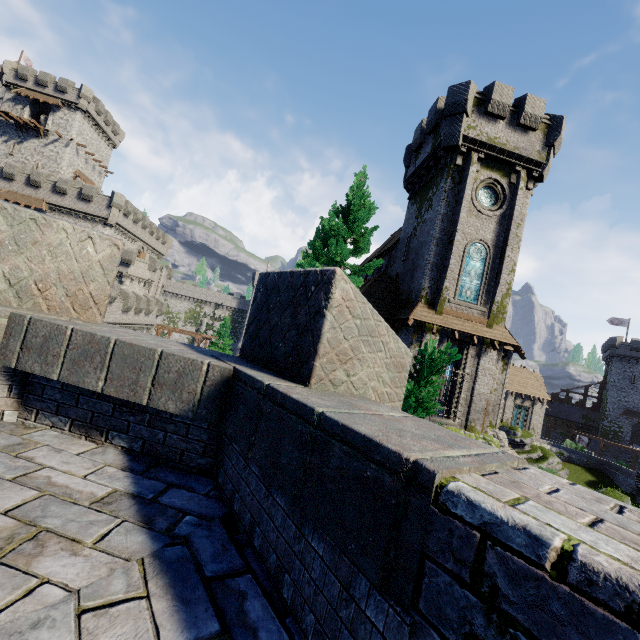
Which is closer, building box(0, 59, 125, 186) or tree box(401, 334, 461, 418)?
tree box(401, 334, 461, 418)

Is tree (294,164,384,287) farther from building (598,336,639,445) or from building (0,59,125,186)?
building (598,336,639,445)

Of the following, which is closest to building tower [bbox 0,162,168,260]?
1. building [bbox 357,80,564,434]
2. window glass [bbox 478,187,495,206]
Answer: building [bbox 357,80,564,434]

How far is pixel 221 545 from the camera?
2.1m

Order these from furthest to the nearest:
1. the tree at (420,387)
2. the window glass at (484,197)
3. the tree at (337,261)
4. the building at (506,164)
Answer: the window glass at (484,197), the building at (506,164), the tree at (337,261), the tree at (420,387)

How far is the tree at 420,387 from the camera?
6.7m

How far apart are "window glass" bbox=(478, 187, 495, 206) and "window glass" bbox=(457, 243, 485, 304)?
2.4 meters

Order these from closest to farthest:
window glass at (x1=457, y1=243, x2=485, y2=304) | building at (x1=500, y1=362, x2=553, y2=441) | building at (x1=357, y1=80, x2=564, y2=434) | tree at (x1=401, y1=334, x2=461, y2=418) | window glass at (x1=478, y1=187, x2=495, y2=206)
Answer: tree at (x1=401, y1=334, x2=461, y2=418)
building at (x1=357, y1=80, x2=564, y2=434)
window glass at (x1=457, y1=243, x2=485, y2=304)
window glass at (x1=478, y1=187, x2=495, y2=206)
building at (x1=500, y1=362, x2=553, y2=441)
